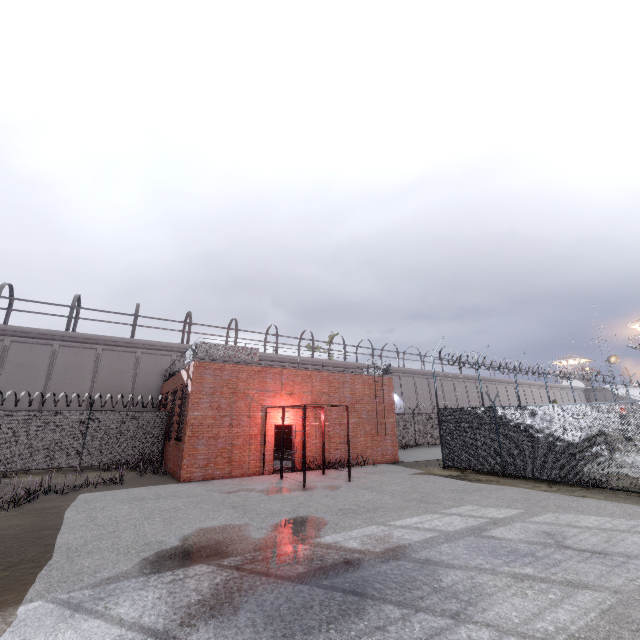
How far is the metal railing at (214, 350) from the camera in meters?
14.9

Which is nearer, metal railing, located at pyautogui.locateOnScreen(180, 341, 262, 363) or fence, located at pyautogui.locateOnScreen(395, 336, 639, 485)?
fence, located at pyautogui.locateOnScreen(395, 336, 639, 485)

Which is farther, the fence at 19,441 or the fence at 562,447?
the fence at 19,441

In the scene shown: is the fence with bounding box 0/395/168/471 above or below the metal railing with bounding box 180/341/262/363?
below

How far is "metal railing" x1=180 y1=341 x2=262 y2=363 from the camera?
14.9 meters

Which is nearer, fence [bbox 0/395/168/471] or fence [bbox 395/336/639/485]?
fence [bbox 395/336/639/485]

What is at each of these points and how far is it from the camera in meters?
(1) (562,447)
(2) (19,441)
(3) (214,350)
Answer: (1) fence, 11.7
(2) fence, 15.2
(3) metal railing, 15.1
